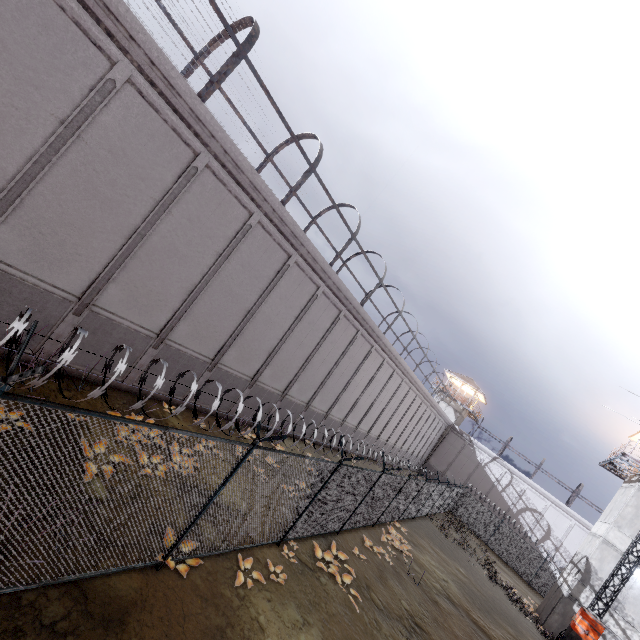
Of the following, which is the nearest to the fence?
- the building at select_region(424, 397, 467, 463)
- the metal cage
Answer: the metal cage

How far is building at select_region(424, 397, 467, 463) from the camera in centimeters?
4388cm

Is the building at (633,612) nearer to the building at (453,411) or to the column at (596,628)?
the column at (596,628)

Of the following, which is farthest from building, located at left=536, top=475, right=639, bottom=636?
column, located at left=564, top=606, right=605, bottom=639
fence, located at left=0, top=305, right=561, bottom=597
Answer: column, located at left=564, top=606, right=605, bottom=639

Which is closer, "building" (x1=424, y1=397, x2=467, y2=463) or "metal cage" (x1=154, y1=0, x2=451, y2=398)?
"metal cage" (x1=154, y1=0, x2=451, y2=398)

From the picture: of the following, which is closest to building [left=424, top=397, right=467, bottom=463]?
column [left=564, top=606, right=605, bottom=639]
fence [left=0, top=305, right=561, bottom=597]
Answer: fence [left=0, top=305, right=561, bottom=597]

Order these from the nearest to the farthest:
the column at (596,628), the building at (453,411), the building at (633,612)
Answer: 1. the column at (596,628)
2. the building at (633,612)
3. the building at (453,411)

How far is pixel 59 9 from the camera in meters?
6.5
